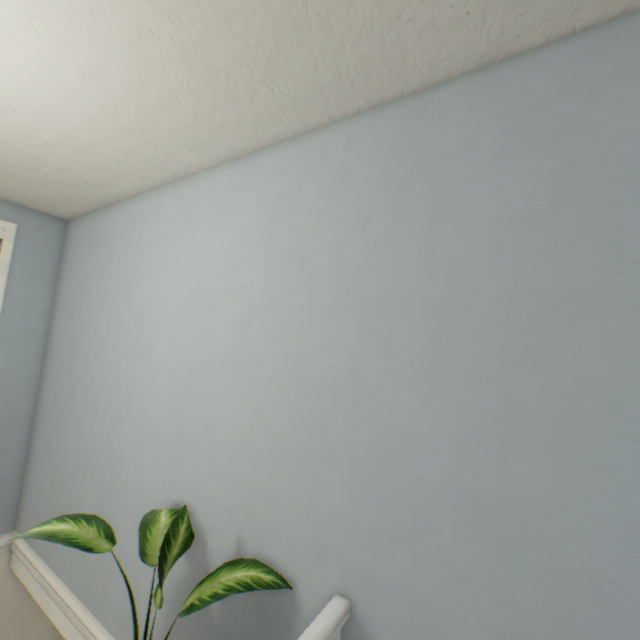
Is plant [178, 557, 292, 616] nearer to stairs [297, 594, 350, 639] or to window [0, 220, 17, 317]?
stairs [297, 594, 350, 639]

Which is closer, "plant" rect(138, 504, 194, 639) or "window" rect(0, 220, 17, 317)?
"plant" rect(138, 504, 194, 639)

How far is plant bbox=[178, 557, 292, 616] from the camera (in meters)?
1.02

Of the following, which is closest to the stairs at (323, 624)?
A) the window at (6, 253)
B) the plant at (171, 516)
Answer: the plant at (171, 516)

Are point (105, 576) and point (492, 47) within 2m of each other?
no

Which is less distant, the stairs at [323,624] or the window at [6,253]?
the stairs at [323,624]

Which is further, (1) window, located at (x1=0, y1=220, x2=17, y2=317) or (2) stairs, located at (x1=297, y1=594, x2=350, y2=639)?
(1) window, located at (x1=0, y1=220, x2=17, y2=317)
